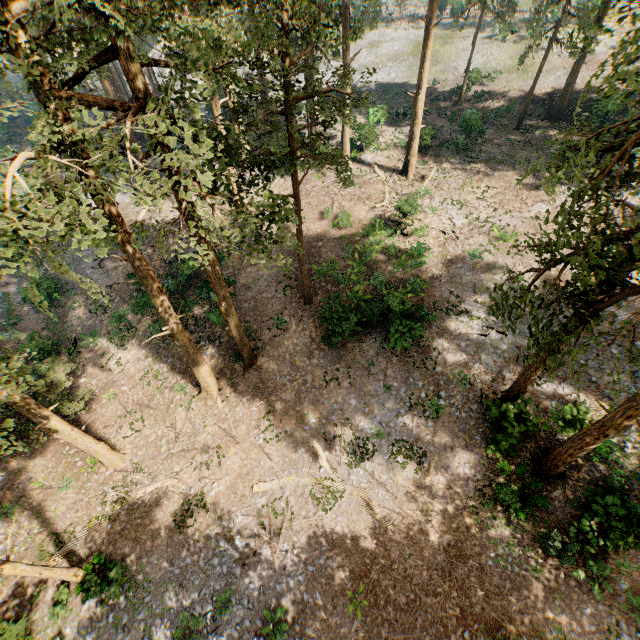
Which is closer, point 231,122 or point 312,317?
point 231,122

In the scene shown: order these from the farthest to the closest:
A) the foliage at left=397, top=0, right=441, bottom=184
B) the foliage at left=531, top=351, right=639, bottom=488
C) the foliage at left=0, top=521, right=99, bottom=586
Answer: the foliage at left=397, top=0, right=441, bottom=184 → the foliage at left=0, top=521, right=99, bottom=586 → the foliage at left=531, top=351, right=639, bottom=488

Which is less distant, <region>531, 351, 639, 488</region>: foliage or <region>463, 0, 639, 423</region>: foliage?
<region>463, 0, 639, 423</region>: foliage

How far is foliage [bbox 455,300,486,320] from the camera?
20.17m

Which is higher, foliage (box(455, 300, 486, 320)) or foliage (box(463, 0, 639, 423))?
foliage (box(463, 0, 639, 423))

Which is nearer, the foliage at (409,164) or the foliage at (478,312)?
the foliage at (478,312)
